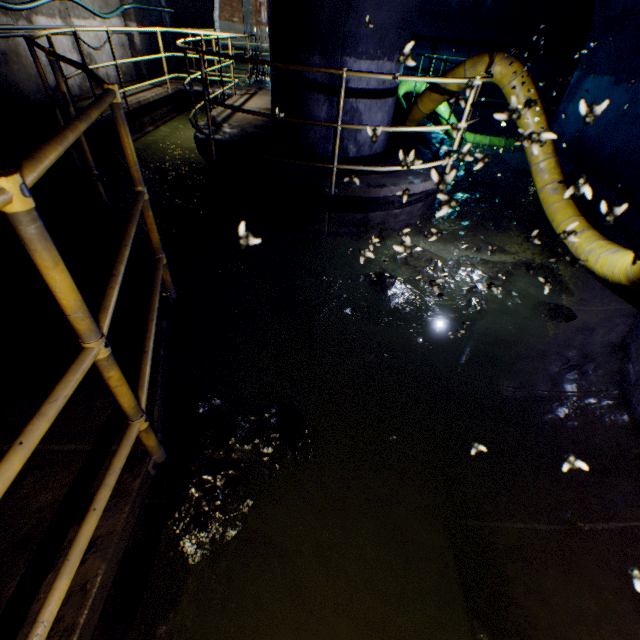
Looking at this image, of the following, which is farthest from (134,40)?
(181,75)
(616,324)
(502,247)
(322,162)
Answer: (616,324)

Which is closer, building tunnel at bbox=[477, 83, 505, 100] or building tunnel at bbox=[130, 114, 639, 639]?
building tunnel at bbox=[130, 114, 639, 639]

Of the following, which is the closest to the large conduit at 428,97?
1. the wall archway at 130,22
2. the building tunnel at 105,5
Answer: the building tunnel at 105,5

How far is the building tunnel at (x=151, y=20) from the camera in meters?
9.4

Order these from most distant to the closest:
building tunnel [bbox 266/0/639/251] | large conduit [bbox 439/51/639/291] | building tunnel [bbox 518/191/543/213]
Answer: building tunnel [bbox 518/191/543/213], building tunnel [bbox 266/0/639/251], large conduit [bbox 439/51/639/291]

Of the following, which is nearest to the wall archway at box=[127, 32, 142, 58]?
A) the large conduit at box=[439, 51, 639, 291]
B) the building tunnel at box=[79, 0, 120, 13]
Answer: the building tunnel at box=[79, 0, 120, 13]
